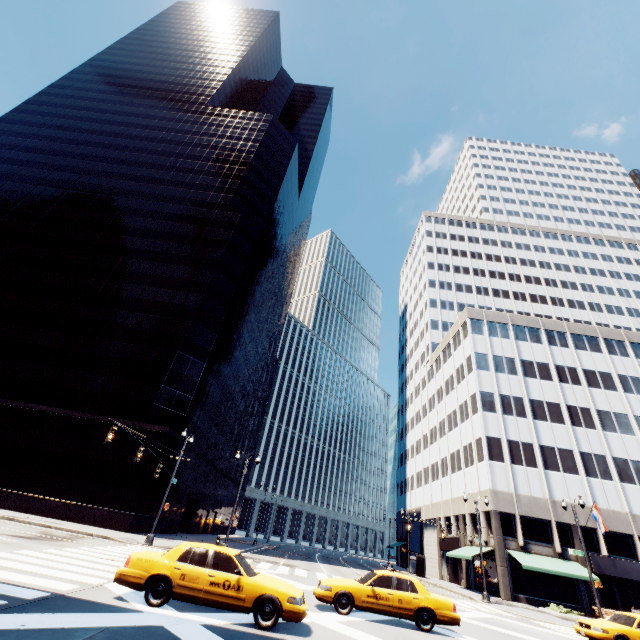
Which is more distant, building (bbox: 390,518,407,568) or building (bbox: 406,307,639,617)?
building (bbox: 390,518,407,568)

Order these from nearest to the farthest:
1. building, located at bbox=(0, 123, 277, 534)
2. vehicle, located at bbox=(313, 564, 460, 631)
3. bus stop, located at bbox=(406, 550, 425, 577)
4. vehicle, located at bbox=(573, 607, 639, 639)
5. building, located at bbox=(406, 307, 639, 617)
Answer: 1. vehicle, located at bbox=(313, 564, 460, 631)
2. vehicle, located at bbox=(573, 607, 639, 639)
3. building, located at bbox=(0, 123, 277, 534)
4. building, located at bbox=(406, 307, 639, 617)
5. bus stop, located at bbox=(406, 550, 425, 577)

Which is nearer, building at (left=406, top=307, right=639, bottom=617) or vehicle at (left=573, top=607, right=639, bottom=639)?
vehicle at (left=573, top=607, right=639, bottom=639)

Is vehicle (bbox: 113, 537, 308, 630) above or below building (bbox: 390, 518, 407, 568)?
below

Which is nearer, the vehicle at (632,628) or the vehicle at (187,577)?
the vehicle at (187,577)

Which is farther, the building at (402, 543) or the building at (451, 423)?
the building at (402, 543)

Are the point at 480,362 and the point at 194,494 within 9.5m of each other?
no

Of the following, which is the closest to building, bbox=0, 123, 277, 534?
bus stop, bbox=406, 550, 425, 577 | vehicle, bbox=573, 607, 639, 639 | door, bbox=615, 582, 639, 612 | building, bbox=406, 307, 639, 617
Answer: bus stop, bbox=406, 550, 425, 577
